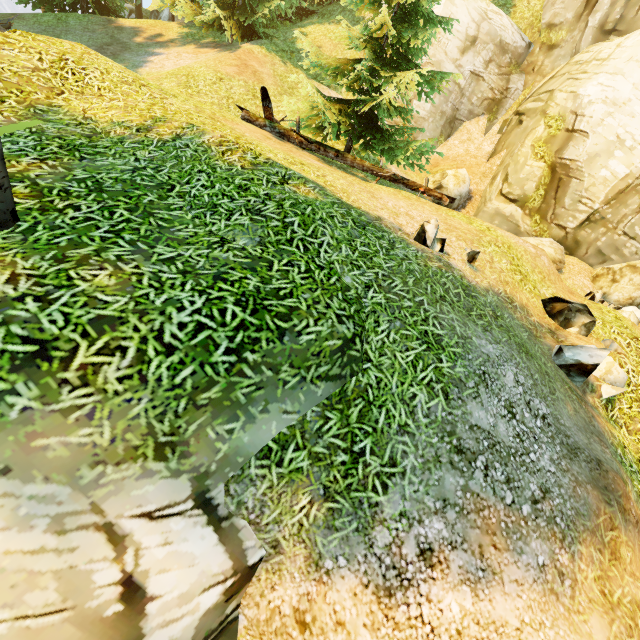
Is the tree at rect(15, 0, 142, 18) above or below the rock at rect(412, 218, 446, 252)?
above

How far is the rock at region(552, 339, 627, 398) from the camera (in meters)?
5.04

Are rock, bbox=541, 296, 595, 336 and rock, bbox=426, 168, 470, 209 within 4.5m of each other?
no

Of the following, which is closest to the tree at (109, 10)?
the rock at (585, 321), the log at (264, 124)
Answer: the log at (264, 124)

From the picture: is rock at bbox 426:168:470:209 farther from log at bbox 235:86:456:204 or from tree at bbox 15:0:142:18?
log at bbox 235:86:456:204

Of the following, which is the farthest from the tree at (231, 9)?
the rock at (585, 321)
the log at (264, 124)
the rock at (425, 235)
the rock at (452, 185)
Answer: the rock at (585, 321)

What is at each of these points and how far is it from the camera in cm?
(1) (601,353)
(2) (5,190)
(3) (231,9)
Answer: (1) rock, 502
(2) tree, 290
(3) tree, 1600

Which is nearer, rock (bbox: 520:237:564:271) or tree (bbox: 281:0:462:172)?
tree (bbox: 281:0:462:172)
